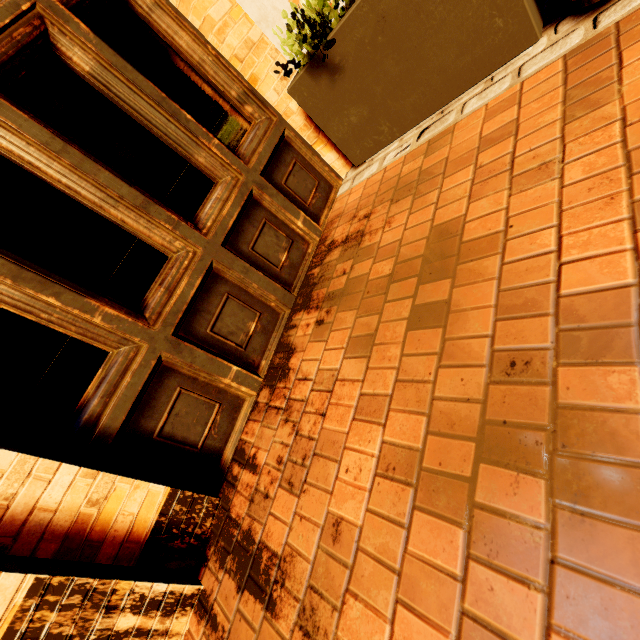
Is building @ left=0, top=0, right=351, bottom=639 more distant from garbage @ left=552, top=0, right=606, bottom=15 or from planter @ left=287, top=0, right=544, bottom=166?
garbage @ left=552, top=0, right=606, bottom=15

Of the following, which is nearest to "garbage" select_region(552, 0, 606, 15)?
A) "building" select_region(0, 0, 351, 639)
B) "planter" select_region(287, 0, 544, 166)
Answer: "planter" select_region(287, 0, 544, 166)

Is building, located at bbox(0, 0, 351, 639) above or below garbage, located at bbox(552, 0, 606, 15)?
above

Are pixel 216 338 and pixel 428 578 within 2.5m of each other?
yes

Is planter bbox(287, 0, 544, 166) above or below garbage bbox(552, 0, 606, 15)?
above

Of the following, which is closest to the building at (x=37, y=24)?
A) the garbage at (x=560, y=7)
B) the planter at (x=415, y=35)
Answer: the planter at (x=415, y=35)
